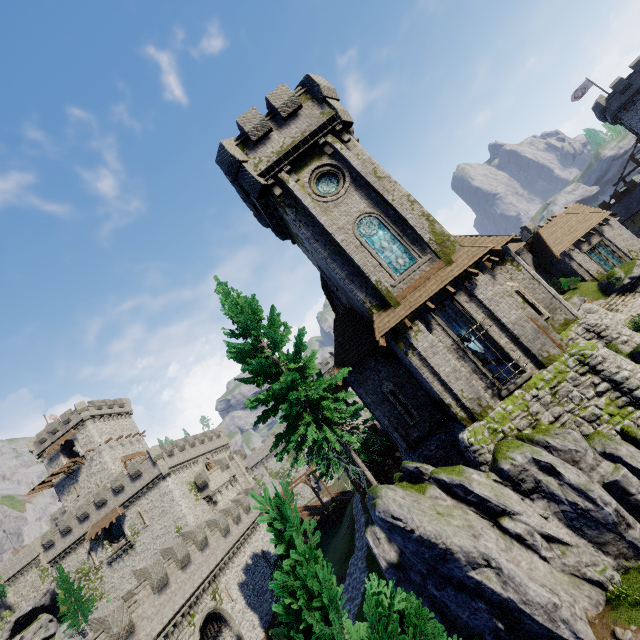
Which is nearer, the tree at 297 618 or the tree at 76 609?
the tree at 297 618

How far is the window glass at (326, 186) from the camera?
18.17m

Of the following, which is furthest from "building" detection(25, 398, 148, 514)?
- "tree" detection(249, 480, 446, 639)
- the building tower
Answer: "tree" detection(249, 480, 446, 639)

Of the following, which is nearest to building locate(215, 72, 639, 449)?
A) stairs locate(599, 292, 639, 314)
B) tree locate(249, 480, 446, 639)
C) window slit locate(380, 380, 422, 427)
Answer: window slit locate(380, 380, 422, 427)

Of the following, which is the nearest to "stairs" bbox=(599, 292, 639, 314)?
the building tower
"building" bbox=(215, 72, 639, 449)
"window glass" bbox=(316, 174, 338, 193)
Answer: "building" bbox=(215, 72, 639, 449)

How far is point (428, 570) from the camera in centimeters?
1245cm

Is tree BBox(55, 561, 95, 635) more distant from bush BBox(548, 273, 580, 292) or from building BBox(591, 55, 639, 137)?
building BBox(591, 55, 639, 137)

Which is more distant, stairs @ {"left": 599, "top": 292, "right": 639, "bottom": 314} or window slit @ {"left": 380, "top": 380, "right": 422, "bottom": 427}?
stairs @ {"left": 599, "top": 292, "right": 639, "bottom": 314}
